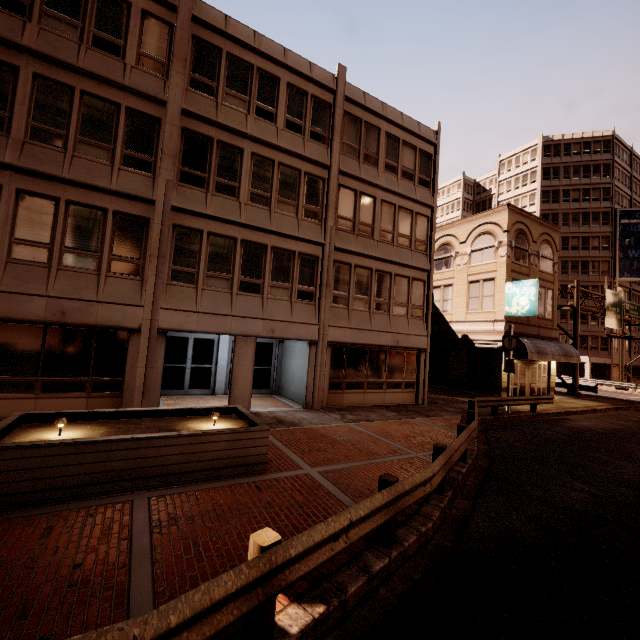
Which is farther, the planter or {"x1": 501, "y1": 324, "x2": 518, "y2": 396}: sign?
{"x1": 501, "y1": 324, "x2": 518, "y2": 396}: sign

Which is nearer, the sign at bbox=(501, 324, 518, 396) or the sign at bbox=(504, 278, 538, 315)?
the sign at bbox=(501, 324, 518, 396)

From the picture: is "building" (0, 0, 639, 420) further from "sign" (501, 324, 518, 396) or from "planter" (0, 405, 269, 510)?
"sign" (501, 324, 518, 396)

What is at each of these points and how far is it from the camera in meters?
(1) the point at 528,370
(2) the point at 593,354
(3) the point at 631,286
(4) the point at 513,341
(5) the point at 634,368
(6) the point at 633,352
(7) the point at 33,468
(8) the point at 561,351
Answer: (1) building, 23.3 m
(2) building, 46.9 m
(3) building, 50.5 m
(4) sign, 17.4 m
(5) building, 51.2 m
(6) building, 50.8 m
(7) planter, 5.3 m
(8) awning, 22.4 m

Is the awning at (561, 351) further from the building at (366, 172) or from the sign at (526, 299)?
the sign at (526, 299)

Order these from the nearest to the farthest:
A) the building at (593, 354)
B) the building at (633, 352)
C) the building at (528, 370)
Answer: the building at (528, 370) → the building at (593, 354) → the building at (633, 352)

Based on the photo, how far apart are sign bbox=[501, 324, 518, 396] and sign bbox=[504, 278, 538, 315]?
3.5 meters

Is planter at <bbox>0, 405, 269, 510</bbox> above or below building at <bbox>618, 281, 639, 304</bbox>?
below
